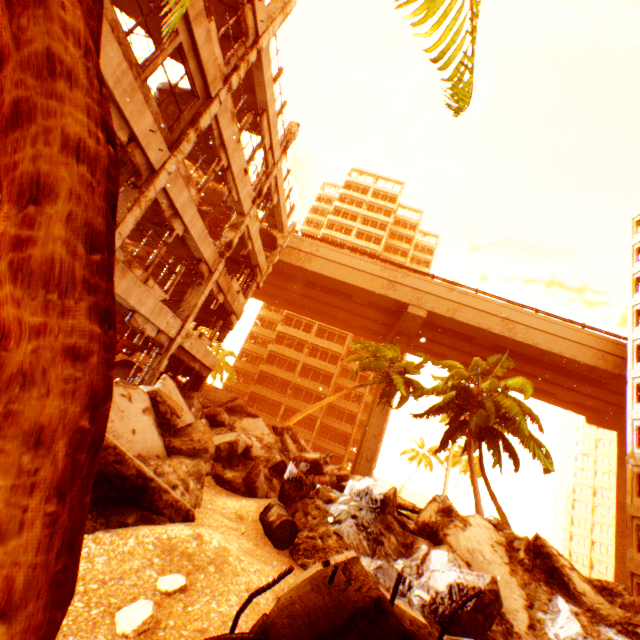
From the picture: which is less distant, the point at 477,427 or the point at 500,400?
the point at 477,427

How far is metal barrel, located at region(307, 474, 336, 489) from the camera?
9.7m

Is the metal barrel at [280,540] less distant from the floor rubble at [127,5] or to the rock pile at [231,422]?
the rock pile at [231,422]

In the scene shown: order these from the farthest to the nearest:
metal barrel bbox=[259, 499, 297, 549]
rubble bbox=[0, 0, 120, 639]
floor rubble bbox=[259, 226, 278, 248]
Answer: floor rubble bbox=[259, 226, 278, 248] < metal barrel bbox=[259, 499, 297, 549] < rubble bbox=[0, 0, 120, 639]

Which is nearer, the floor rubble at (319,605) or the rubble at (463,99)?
the floor rubble at (319,605)

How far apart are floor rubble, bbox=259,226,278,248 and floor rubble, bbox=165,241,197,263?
5.56m

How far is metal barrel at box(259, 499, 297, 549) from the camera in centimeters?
595cm

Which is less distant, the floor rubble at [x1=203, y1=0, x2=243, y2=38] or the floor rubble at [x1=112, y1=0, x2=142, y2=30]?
the floor rubble at [x1=112, y1=0, x2=142, y2=30]
